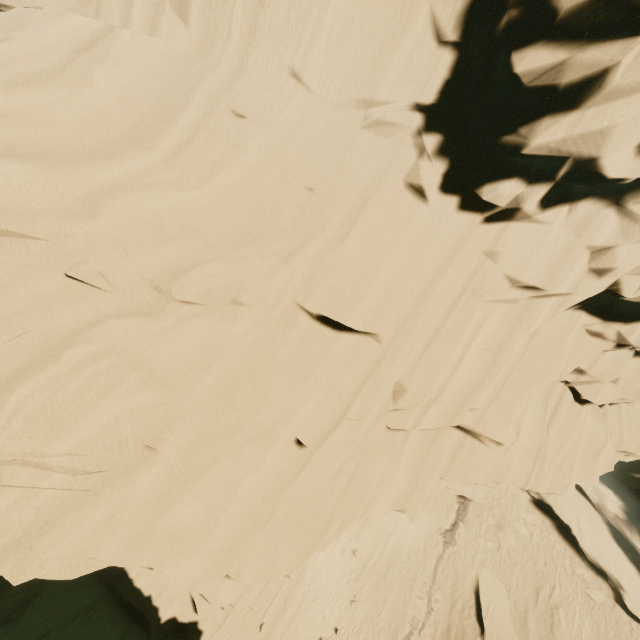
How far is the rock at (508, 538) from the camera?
22.5 meters

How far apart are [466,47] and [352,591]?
26.2 meters

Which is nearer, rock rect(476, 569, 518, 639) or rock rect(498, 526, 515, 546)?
rock rect(476, 569, 518, 639)

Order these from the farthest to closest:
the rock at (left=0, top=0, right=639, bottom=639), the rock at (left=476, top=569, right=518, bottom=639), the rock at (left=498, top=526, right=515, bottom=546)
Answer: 1. the rock at (left=498, top=526, right=515, bottom=546)
2. the rock at (left=476, top=569, right=518, bottom=639)
3. the rock at (left=0, top=0, right=639, bottom=639)

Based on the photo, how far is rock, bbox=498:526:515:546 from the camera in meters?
22.5 m

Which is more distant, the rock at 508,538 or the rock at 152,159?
the rock at 508,538

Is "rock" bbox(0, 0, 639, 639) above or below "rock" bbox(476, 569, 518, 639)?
above
